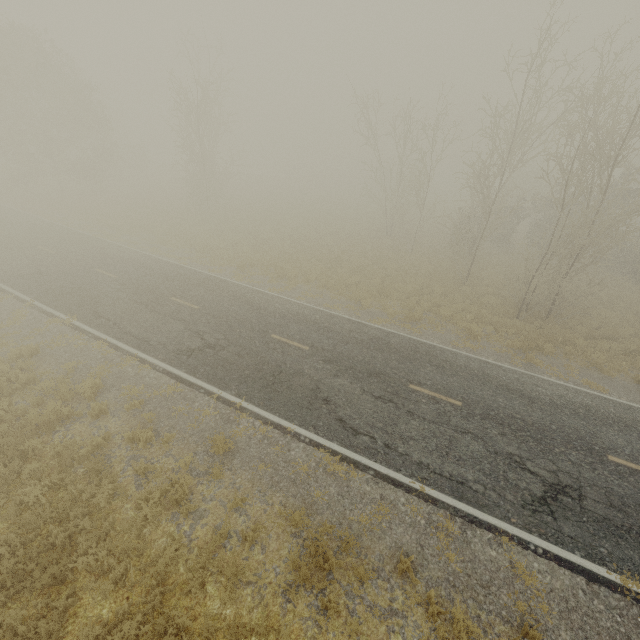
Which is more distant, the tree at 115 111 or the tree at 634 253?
the tree at 115 111

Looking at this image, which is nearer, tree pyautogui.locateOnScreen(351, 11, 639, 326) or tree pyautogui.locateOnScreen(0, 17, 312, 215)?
tree pyautogui.locateOnScreen(351, 11, 639, 326)

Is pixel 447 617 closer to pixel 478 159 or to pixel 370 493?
pixel 370 493
